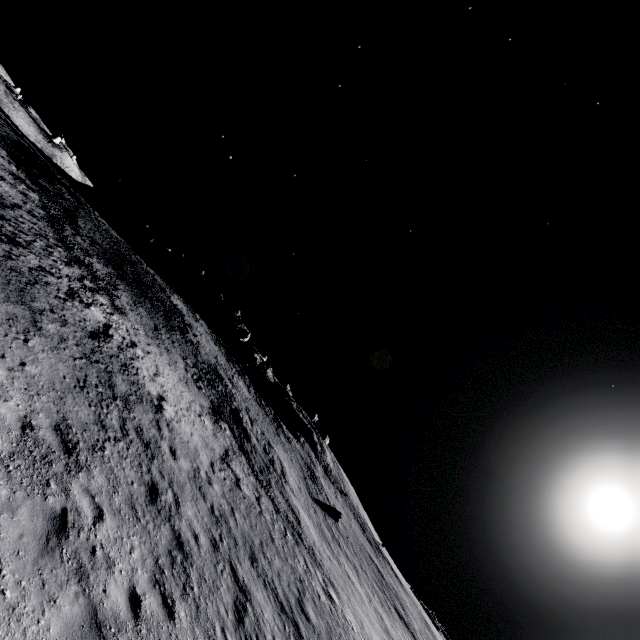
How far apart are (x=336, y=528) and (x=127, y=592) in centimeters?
3708cm
